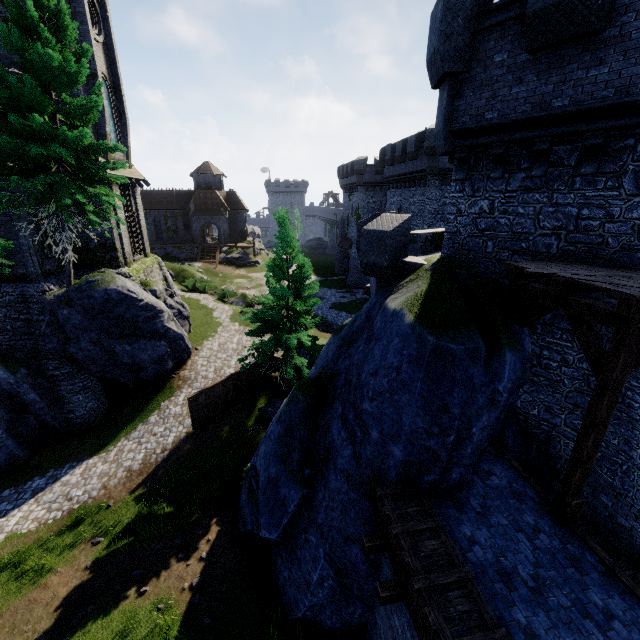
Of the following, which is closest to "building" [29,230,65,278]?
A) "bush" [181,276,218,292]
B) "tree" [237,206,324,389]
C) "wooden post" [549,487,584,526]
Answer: "bush" [181,276,218,292]

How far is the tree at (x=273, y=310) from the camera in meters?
16.9 m

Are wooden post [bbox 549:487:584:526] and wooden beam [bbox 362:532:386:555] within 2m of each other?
no

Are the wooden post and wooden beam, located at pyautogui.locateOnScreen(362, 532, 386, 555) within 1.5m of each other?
no

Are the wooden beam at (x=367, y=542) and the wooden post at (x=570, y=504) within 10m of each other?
yes

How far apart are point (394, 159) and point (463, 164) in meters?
24.5 m

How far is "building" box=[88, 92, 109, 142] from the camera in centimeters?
1845cm

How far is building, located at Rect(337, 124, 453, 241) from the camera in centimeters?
2514cm
